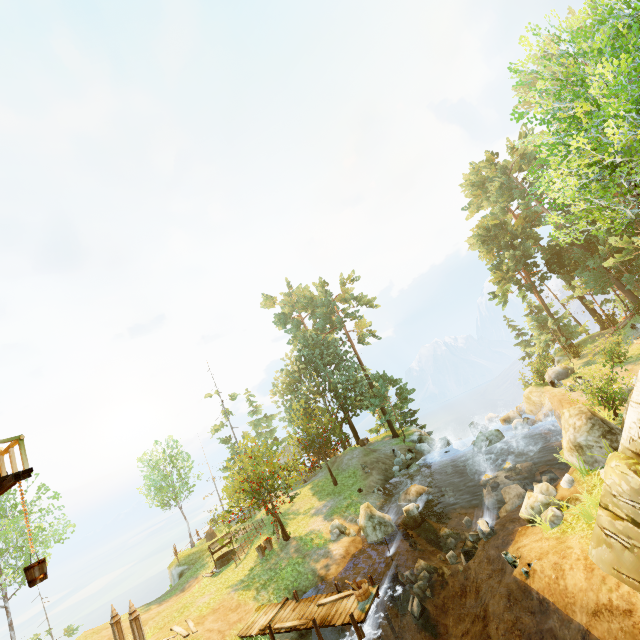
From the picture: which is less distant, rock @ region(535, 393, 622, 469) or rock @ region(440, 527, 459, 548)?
rock @ region(535, 393, 622, 469)

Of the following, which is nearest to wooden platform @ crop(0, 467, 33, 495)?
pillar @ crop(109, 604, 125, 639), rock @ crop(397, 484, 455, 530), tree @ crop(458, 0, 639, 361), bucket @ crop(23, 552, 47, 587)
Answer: bucket @ crop(23, 552, 47, 587)

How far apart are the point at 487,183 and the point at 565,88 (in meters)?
36.53

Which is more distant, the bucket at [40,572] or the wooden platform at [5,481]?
the wooden platform at [5,481]

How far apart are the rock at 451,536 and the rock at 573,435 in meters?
6.9

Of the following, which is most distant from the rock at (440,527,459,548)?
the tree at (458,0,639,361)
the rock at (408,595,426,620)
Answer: the tree at (458,0,639,361)

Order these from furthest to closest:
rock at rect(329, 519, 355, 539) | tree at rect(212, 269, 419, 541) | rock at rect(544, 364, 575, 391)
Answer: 1. tree at rect(212, 269, 419, 541)
2. rock at rect(544, 364, 575, 391)
3. rock at rect(329, 519, 355, 539)

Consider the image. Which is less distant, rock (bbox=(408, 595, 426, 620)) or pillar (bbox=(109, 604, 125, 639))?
rock (bbox=(408, 595, 426, 620))
